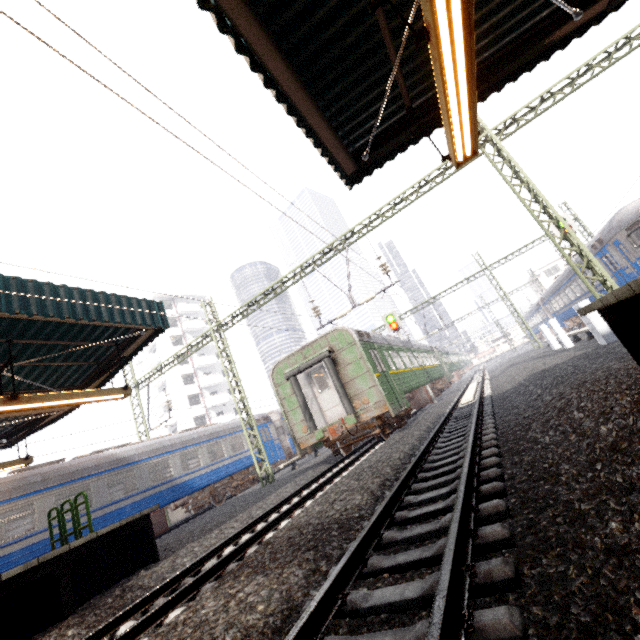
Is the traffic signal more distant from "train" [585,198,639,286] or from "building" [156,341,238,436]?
"building" [156,341,238,436]

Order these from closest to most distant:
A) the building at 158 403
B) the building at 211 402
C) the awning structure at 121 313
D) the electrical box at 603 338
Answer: the awning structure at 121 313, the electrical box at 603 338, the building at 211 402, the building at 158 403

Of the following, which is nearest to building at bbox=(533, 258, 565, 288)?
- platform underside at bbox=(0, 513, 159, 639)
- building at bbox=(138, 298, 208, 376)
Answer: platform underside at bbox=(0, 513, 159, 639)

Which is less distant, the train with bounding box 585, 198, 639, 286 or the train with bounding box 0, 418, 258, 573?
the train with bounding box 0, 418, 258, 573

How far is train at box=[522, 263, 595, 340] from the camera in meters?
21.5

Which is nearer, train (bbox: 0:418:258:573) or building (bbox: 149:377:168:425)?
train (bbox: 0:418:258:573)

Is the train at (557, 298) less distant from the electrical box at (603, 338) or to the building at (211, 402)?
the electrical box at (603, 338)

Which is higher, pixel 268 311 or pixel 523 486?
pixel 268 311
